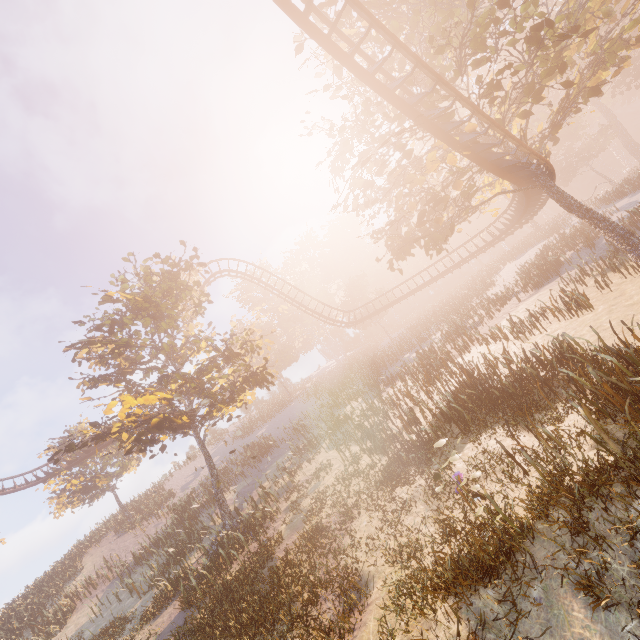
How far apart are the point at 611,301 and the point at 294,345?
42.9 meters

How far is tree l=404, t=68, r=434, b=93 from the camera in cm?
1171

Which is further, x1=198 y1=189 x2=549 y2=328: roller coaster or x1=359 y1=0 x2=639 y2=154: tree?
x1=198 y1=189 x2=549 y2=328: roller coaster

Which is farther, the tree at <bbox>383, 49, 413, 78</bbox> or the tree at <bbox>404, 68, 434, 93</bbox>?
the tree at <bbox>383, 49, 413, 78</bbox>

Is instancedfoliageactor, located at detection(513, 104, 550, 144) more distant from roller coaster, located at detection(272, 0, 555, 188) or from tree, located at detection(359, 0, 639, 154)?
roller coaster, located at detection(272, 0, 555, 188)

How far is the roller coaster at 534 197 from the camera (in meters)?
23.87

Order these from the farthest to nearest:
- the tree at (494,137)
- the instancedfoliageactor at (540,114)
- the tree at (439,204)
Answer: the tree at (439,204)
the instancedfoliageactor at (540,114)
the tree at (494,137)
